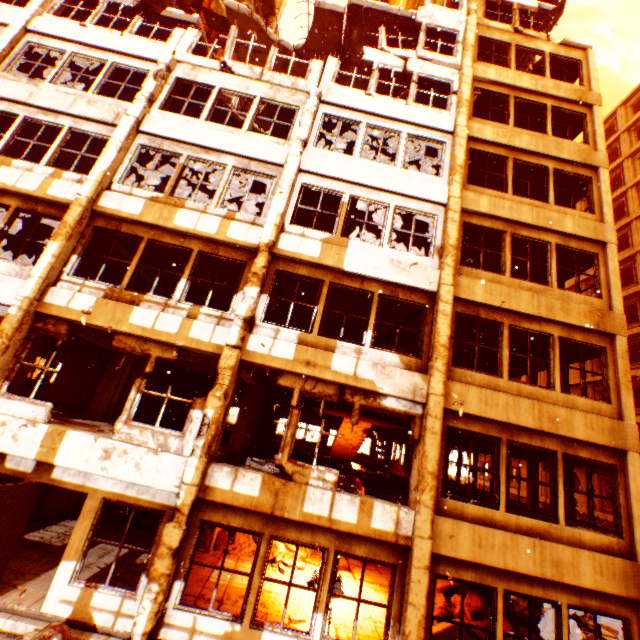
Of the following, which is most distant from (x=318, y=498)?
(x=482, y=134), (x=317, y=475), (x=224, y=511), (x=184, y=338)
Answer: (x=482, y=134)

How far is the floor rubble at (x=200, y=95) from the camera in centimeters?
1166cm

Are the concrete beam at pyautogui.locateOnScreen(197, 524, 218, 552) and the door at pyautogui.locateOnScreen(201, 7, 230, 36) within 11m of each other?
no

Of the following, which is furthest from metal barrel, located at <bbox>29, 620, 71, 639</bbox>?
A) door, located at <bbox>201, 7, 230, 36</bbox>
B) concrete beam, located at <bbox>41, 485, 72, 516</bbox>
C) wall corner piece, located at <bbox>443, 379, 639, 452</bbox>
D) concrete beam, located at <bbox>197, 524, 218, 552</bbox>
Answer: door, located at <bbox>201, 7, 230, 36</bbox>

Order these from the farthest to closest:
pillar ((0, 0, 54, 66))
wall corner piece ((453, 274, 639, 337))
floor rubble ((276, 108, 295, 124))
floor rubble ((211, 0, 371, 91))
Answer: floor rubble ((211, 0, 371, 91)), floor rubble ((276, 108, 295, 124)), pillar ((0, 0, 54, 66)), wall corner piece ((453, 274, 639, 337))

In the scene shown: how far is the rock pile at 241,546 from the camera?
10.4 meters

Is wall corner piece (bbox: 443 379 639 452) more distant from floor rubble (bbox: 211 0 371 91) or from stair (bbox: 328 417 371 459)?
floor rubble (bbox: 211 0 371 91)

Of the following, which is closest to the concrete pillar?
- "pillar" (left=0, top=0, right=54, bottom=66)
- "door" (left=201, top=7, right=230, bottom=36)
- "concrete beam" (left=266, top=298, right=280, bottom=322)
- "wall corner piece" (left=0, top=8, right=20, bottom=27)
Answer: "pillar" (left=0, top=0, right=54, bottom=66)
